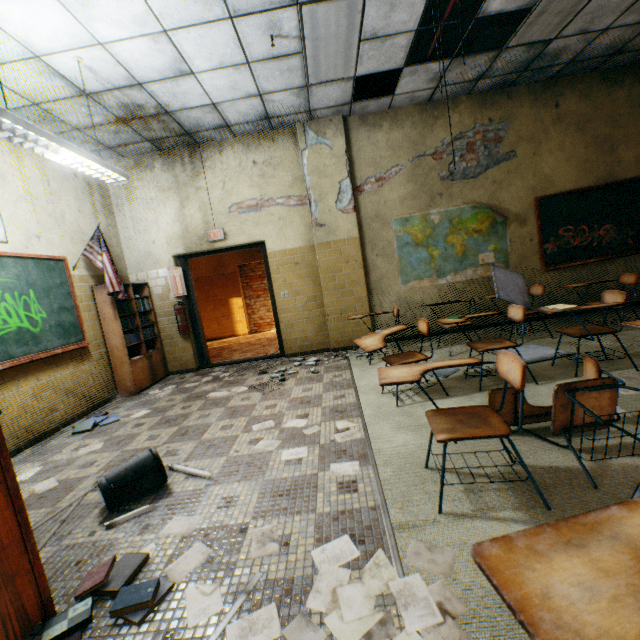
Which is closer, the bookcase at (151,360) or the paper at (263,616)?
the paper at (263,616)

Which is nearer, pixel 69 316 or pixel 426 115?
pixel 69 316

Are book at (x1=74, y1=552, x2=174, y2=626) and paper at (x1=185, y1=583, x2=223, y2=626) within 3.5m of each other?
yes

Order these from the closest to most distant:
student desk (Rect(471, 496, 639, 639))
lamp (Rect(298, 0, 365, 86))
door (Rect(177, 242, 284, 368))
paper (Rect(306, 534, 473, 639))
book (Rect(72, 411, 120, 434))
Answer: student desk (Rect(471, 496, 639, 639))
paper (Rect(306, 534, 473, 639))
lamp (Rect(298, 0, 365, 86))
book (Rect(72, 411, 120, 434))
door (Rect(177, 242, 284, 368))

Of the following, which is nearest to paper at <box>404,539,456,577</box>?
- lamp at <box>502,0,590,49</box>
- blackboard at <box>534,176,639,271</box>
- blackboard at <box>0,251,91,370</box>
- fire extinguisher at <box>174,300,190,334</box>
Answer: blackboard at <box>0,251,91,370</box>

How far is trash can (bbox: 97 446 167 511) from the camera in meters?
2.2

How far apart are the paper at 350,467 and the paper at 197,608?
0.6m

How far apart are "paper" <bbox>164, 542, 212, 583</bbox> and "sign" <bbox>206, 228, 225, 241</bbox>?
4.9m
